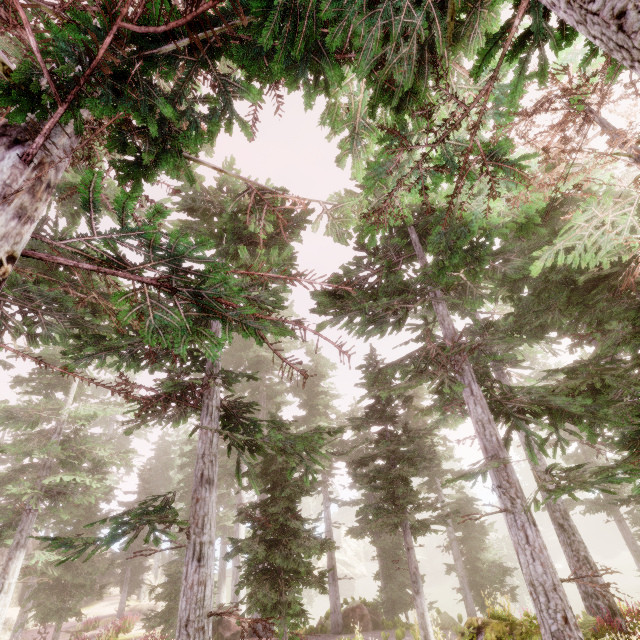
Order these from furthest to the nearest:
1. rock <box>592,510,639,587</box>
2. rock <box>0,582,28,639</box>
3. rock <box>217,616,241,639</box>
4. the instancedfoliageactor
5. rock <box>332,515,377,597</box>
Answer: rock <box>592,510,639,587</box> < rock <box>332,515,377,597</box> < rock <box>0,582,28,639</box> < rock <box>217,616,241,639</box> < the instancedfoliageactor

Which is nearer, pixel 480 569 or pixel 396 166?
pixel 396 166

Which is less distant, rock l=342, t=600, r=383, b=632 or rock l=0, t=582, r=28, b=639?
rock l=342, t=600, r=383, b=632

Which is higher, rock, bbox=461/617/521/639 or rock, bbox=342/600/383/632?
rock, bbox=461/617/521/639

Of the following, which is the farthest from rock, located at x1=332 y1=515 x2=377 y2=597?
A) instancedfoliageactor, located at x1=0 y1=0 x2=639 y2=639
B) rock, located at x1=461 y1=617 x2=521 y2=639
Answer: rock, located at x1=461 y1=617 x2=521 y2=639

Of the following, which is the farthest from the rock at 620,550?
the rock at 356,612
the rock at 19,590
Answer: the rock at 19,590

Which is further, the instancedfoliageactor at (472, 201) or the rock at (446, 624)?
the rock at (446, 624)

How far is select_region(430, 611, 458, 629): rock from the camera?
17.25m
